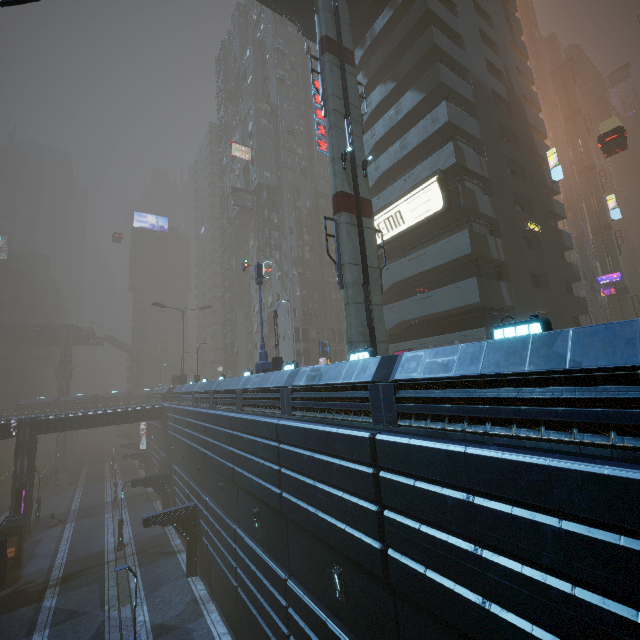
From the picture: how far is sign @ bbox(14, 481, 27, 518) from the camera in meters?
28.7 m

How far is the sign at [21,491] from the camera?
28.7m

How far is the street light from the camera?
20.3 meters

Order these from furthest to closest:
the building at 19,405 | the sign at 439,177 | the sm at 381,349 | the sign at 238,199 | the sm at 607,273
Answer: the building at 19,405 < the sign at 238,199 < the sm at 607,273 < the sign at 439,177 < the sm at 381,349

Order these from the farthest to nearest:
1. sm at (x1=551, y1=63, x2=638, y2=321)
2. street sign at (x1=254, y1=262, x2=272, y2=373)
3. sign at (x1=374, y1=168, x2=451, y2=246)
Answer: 1. sm at (x1=551, y1=63, x2=638, y2=321)
2. sign at (x1=374, y1=168, x2=451, y2=246)
3. street sign at (x1=254, y1=262, x2=272, y2=373)

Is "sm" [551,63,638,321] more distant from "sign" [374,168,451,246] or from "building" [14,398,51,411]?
"sign" [374,168,451,246]

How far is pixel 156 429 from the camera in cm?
4456

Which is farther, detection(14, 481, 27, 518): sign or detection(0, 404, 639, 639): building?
detection(14, 481, 27, 518): sign
